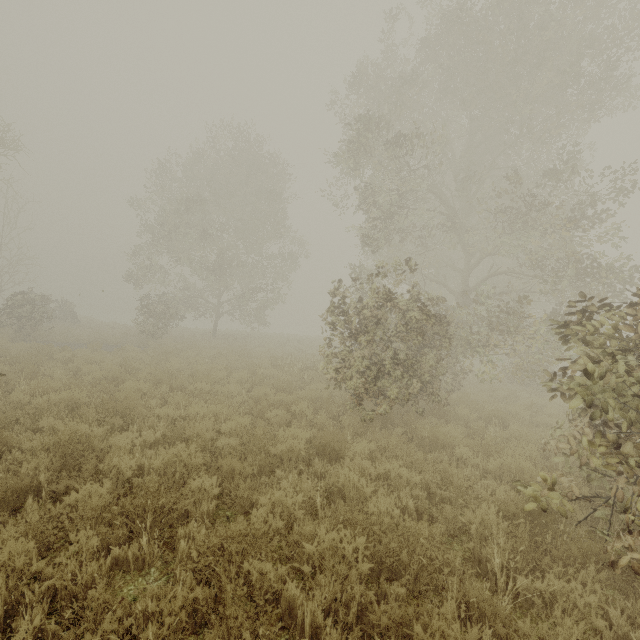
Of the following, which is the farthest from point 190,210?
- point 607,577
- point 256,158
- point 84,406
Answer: point 607,577

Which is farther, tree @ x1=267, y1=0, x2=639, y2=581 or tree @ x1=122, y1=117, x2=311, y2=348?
tree @ x1=122, y1=117, x2=311, y2=348

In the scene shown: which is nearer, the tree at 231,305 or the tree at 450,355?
the tree at 450,355

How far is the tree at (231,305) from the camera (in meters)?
20.48

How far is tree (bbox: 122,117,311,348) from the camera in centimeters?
2048cm
